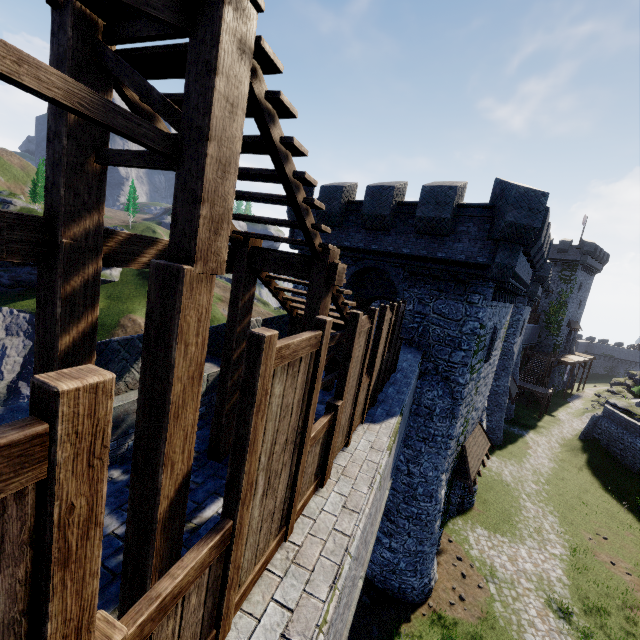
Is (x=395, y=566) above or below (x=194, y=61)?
below

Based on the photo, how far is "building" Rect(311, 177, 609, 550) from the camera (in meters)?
11.66

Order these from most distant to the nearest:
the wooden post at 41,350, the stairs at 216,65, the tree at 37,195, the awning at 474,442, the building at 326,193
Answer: the tree at 37,195, the awning at 474,442, the building at 326,193, the wooden post at 41,350, the stairs at 216,65

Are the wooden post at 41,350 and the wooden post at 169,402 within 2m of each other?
yes

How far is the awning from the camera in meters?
15.3

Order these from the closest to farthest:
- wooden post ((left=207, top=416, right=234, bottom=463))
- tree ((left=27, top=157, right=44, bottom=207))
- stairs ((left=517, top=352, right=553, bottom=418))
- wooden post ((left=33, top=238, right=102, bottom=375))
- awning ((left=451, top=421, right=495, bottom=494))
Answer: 1. wooden post ((left=33, top=238, right=102, bottom=375))
2. wooden post ((left=207, top=416, right=234, bottom=463))
3. awning ((left=451, top=421, right=495, bottom=494))
4. stairs ((left=517, top=352, right=553, bottom=418))
5. tree ((left=27, top=157, right=44, bottom=207))

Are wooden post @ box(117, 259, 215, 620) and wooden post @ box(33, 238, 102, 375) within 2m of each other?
yes

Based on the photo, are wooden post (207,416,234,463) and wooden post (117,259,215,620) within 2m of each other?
no
